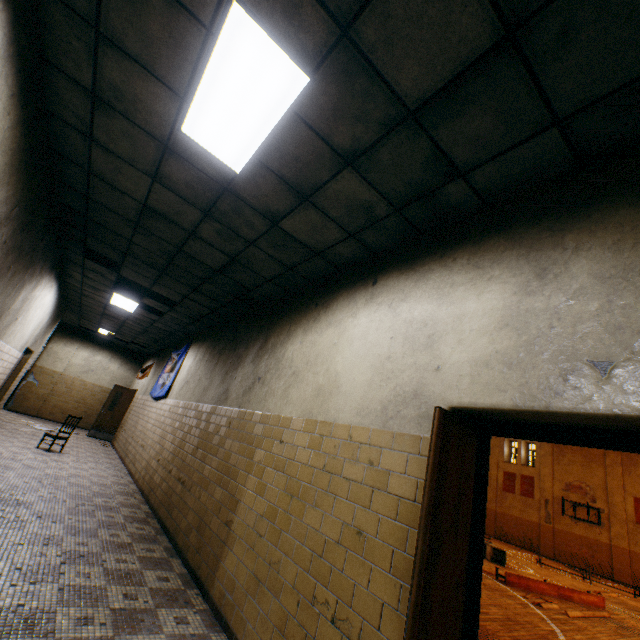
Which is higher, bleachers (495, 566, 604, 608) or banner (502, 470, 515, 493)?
banner (502, 470, 515, 493)

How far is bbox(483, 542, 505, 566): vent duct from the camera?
12.1m

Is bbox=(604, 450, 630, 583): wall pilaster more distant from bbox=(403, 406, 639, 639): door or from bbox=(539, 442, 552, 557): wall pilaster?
bbox=(403, 406, 639, 639): door

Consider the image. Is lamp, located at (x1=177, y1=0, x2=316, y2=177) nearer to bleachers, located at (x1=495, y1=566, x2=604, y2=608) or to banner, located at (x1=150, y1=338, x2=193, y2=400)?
banner, located at (x1=150, y1=338, x2=193, y2=400)

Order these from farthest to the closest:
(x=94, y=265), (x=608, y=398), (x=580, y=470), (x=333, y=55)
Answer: (x=580, y=470) → (x=94, y=265) → (x=333, y=55) → (x=608, y=398)

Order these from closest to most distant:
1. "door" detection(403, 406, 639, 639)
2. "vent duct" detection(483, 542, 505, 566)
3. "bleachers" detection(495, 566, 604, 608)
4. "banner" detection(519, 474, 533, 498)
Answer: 1. "door" detection(403, 406, 639, 639)
2. "bleachers" detection(495, 566, 604, 608)
3. "vent duct" detection(483, 542, 505, 566)
4. "banner" detection(519, 474, 533, 498)

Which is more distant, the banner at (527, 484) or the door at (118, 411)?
the banner at (527, 484)

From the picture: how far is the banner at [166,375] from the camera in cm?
921
